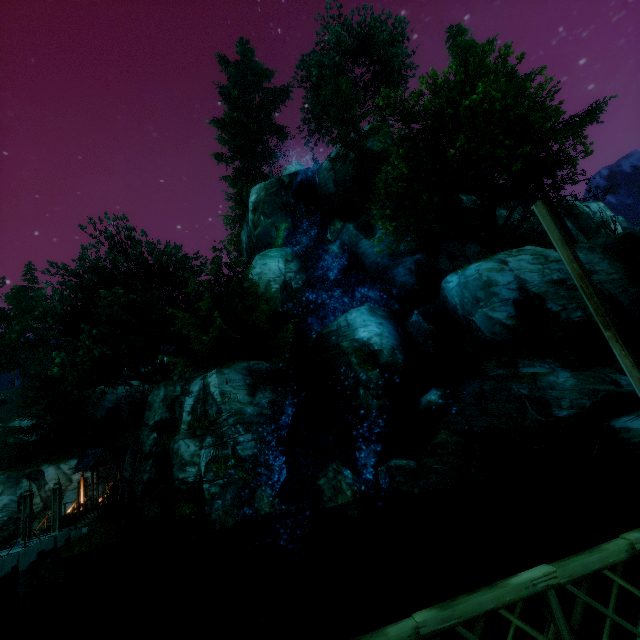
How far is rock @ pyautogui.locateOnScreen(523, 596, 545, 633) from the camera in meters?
8.0

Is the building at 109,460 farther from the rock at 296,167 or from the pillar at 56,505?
the rock at 296,167

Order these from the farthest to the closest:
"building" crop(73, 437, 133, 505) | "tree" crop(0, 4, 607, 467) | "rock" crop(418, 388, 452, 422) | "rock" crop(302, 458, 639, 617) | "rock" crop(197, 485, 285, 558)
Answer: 1. "building" crop(73, 437, 133, 505)
2. "tree" crop(0, 4, 607, 467)
3. "rock" crop(418, 388, 452, 422)
4. "rock" crop(197, 485, 285, 558)
5. "rock" crop(302, 458, 639, 617)

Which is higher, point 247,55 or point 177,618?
point 247,55

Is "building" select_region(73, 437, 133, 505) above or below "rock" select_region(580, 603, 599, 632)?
above

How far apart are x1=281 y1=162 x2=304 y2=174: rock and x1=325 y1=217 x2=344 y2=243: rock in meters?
8.4

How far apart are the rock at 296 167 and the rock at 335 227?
8.42m

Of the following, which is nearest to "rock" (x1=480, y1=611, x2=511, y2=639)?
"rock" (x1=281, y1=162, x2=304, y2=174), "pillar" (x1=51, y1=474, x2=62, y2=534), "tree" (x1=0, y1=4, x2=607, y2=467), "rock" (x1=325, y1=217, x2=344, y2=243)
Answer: "tree" (x1=0, y1=4, x2=607, y2=467)
